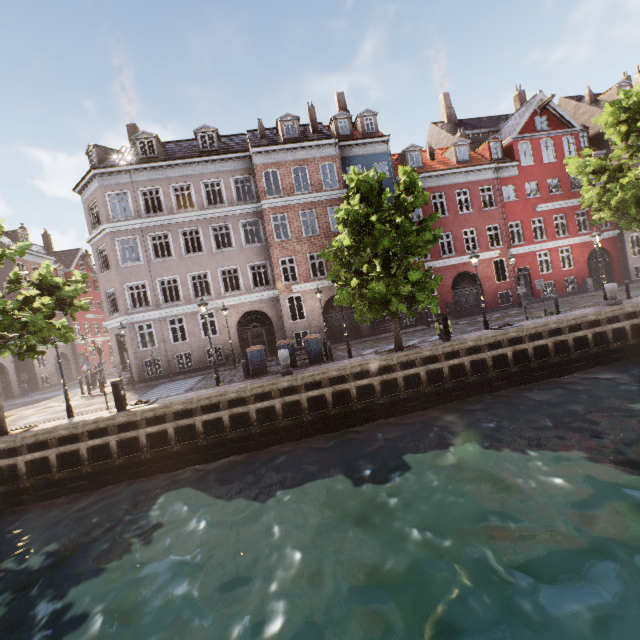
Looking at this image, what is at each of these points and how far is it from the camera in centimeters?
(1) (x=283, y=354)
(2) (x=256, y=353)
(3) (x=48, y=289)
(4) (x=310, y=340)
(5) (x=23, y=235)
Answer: (1) pillar, 1348cm
(2) trash bin, 1486cm
(3) tree, 1312cm
(4) trash bin, 1521cm
(5) building, 3325cm

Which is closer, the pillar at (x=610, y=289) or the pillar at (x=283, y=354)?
the pillar at (x=283, y=354)

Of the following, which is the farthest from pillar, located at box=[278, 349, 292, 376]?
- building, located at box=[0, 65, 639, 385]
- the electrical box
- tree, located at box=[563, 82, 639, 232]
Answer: building, located at box=[0, 65, 639, 385]

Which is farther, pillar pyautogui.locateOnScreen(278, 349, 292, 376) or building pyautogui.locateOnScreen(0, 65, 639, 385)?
Answer: building pyautogui.locateOnScreen(0, 65, 639, 385)

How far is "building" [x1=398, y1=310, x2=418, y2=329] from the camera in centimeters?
2359cm

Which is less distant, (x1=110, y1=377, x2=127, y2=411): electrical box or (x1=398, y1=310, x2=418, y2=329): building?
(x1=110, y1=377, x2=127, y2=411): electrical box

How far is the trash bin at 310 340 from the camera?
15.1 meters

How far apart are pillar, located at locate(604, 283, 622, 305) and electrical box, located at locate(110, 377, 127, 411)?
22.51m
